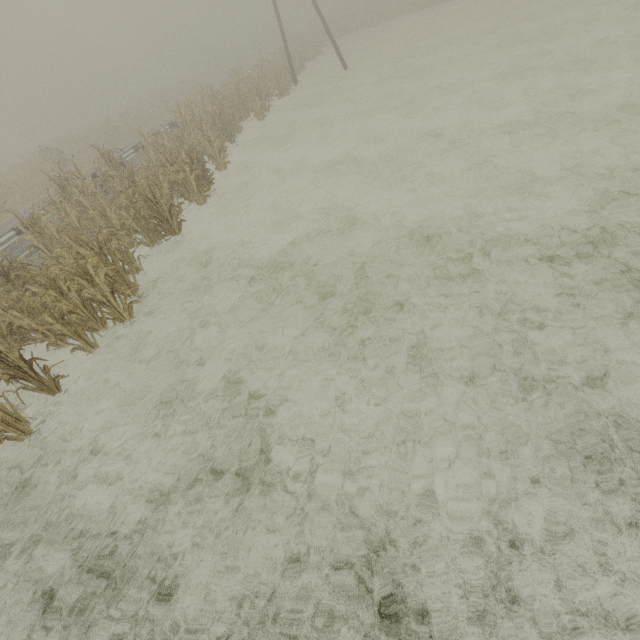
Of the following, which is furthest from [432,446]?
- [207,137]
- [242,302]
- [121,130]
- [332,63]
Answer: [332,63]

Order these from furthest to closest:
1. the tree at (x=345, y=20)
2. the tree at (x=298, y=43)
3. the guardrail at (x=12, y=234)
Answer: the tree at (x=345, y=20) → the tree at (x=298, y=43) → the guardrail at (x=12, y=234)

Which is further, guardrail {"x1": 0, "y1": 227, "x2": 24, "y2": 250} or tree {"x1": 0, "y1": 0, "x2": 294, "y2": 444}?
guardrail {"x1": 0, "y1": 227, "x2": 24, "y2": 250}

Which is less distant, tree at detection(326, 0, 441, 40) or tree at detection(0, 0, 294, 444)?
tree at detection(0, 0, 294, 444)

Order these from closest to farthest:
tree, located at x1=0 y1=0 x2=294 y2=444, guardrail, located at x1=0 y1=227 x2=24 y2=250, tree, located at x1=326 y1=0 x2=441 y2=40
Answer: tree, located at x1=0 y1=0 x2=294 y2=444 → guardrail, located at x1=0 y1=227 x2=24 y2=250 → tree, located at x1=326 y1=0 x2=441 y2=40

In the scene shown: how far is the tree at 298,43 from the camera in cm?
2794

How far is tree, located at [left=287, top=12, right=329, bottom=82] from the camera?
27.94m
